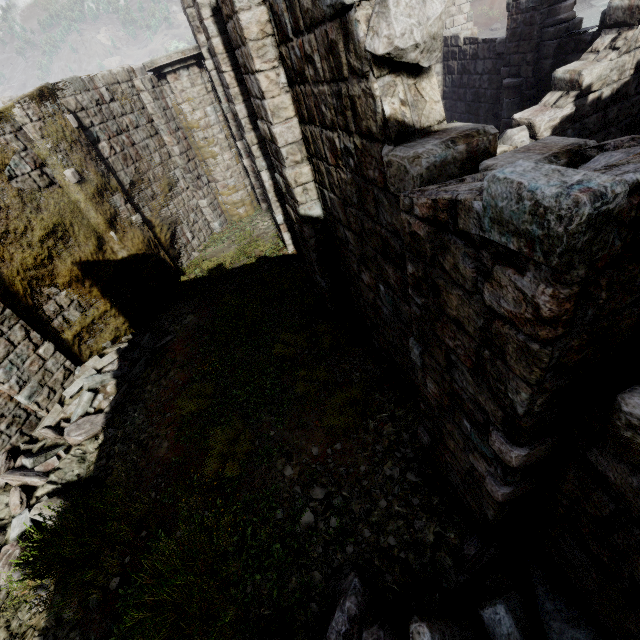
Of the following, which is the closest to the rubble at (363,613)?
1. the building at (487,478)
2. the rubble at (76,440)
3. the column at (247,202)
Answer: the building at (487,478)

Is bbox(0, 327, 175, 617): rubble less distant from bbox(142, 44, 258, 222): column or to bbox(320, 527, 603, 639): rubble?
bbox(320, 527, 603, 639): rubble

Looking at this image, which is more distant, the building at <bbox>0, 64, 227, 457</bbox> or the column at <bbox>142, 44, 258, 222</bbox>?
the column at <bbox>142, 44, 258, 222</bbox>

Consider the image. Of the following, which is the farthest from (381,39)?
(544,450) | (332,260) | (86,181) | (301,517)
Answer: (86,181)

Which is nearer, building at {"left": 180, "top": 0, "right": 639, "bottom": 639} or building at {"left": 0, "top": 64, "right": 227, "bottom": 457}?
building at {"left": 180, "top": 0, "right": 639, "bottom": 639}

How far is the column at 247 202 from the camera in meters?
11.3

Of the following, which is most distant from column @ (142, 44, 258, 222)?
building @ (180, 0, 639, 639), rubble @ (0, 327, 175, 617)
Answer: rubble @ (0, 327, 175, 617)

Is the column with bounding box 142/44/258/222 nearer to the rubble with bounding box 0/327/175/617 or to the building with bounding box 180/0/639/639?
the building with bounding box 180/0/639/639
